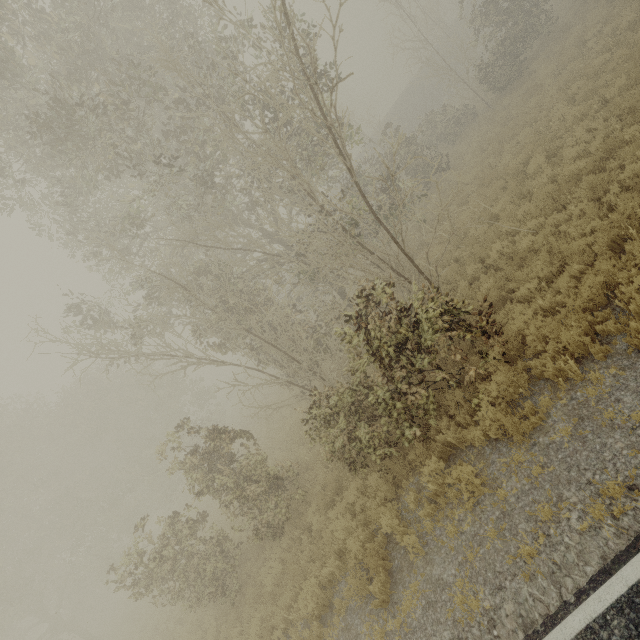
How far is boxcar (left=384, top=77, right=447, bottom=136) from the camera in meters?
37.1

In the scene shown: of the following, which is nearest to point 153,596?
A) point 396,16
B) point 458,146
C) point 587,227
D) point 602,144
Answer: point 587,227

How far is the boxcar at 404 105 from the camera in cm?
3706
